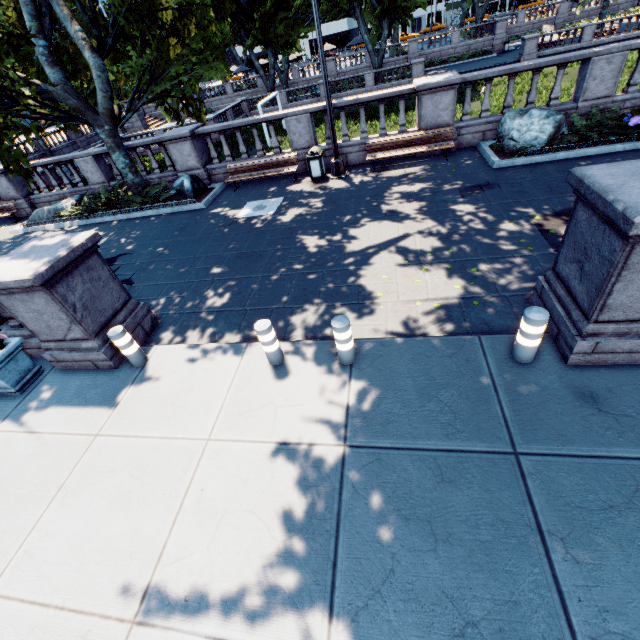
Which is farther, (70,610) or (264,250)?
(264,250)

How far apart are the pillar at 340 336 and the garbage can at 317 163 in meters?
9.0

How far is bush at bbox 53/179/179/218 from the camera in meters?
13.1 m

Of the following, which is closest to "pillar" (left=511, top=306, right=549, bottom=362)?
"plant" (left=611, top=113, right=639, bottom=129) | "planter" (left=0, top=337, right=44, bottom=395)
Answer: "planter" (left=0, top=337, right=44, bottom=395)

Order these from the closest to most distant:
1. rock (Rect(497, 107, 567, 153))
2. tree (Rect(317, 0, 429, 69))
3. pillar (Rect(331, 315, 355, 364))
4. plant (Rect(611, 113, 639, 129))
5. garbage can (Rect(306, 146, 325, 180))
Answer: pillar (Rect(331, 315, 355, 364)) < plant (Rect(611, 113, 639, 129)) < rock (Rect(497, 107, 567, 153)) < garbage can (Rect(306, 146, 325, 180)) < tree (Rect(317, 0, 429, 69))

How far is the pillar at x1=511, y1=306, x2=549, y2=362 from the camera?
4.0 meters

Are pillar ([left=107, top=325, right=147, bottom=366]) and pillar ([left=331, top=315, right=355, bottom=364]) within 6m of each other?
yes

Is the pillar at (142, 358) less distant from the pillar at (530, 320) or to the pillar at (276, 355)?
the pillar at (276, 355)
